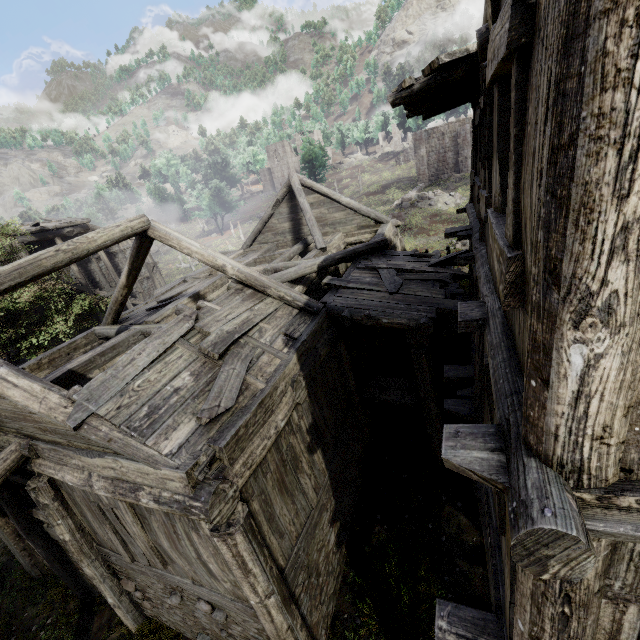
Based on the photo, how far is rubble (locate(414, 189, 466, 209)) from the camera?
30.8m

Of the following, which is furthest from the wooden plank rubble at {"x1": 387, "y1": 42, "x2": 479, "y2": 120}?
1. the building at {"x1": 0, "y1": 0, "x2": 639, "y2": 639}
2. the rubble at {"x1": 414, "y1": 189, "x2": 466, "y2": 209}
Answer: the rubble at {"x1": 414, "y1": 189, "x2": 466, "y2": 209}

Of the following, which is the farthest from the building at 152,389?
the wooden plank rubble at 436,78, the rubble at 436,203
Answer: the rubble at 436,203

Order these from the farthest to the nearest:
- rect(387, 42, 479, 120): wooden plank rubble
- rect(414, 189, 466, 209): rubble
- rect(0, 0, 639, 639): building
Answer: rect(414, 189, 466, 209): rubble < rect(387, 42, 479, 120): wooden plank rubble < rect(0, 0, 639, 639): building

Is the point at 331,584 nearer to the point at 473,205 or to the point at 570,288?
the point at 570,288

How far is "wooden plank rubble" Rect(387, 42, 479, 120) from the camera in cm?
449
